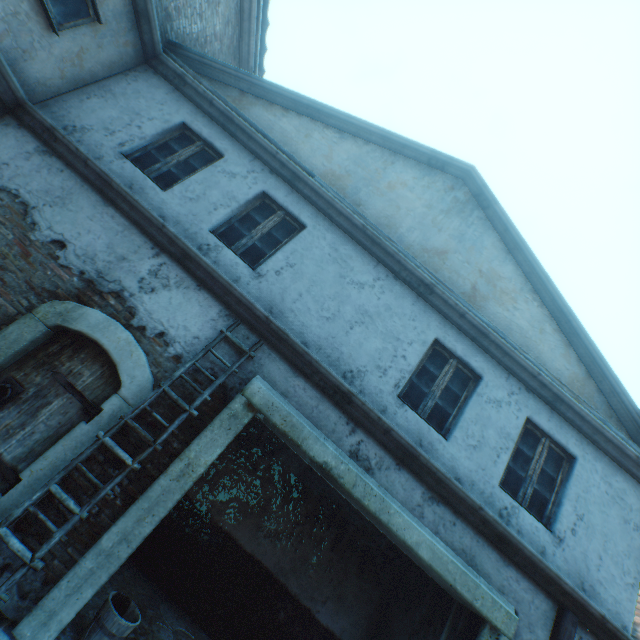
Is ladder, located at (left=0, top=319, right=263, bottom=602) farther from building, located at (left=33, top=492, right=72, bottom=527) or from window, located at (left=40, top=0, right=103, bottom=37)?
window, located at (left=40, top=0, right=103, bottom=37)

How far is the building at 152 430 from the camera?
3.9 meters

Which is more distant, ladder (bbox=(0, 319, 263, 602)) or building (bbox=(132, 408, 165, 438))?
building (bbox=(132, 408, 165, 438))

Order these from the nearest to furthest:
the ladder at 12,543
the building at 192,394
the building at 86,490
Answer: the ladder at 12,543
the building at 86,490
the building at 192,394

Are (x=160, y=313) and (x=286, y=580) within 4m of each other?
no

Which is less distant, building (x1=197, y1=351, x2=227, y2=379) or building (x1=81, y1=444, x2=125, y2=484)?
building (x1=81, y1=444, x2=125, y2=484)
